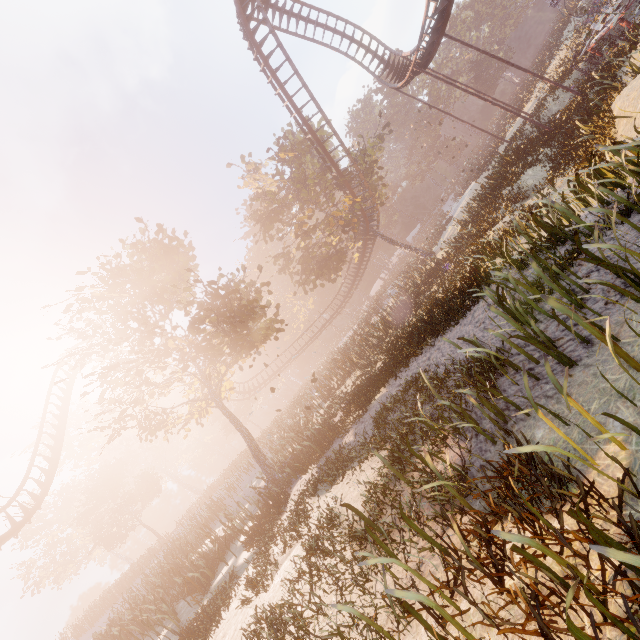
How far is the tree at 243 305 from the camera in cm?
1480

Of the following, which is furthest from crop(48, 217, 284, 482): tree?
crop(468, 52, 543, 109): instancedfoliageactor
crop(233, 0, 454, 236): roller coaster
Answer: crop(468, 52, 543, 109): instancedfoliageactor

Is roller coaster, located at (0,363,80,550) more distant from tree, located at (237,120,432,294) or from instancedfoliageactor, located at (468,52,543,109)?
instancedfoliageactor, located at (468,52,543,109)

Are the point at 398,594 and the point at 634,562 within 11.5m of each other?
yes

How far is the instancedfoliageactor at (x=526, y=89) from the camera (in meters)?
34.03

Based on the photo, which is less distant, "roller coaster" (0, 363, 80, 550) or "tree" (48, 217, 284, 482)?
"tree" (48, 217, 284, 482)

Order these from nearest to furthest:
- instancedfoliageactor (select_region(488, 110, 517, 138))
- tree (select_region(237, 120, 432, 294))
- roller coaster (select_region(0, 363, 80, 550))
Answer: roller coaster (select_region(0, 363, 80, 550)) → tree (select_region(237, 120, 432, 294)) → instancedfoliageactor (select_region(488, 110, 517, 138))
